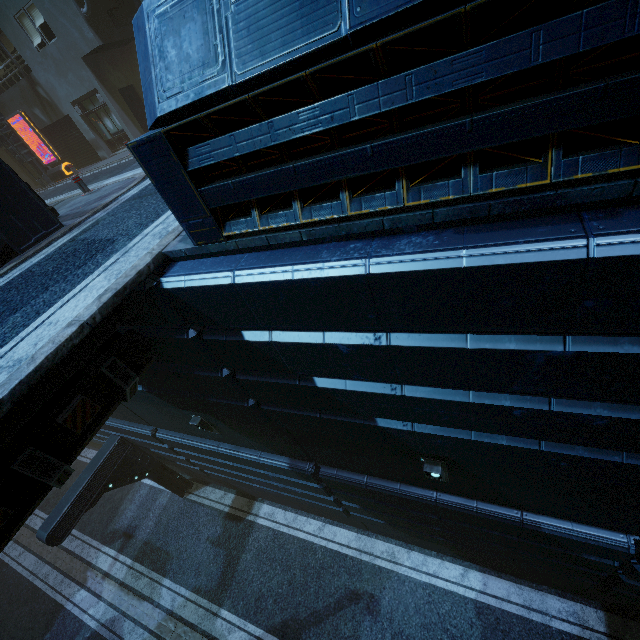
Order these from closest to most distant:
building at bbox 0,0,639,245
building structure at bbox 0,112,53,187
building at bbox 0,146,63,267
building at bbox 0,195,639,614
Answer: building at bbox 0,0,639,245, building at bbox 0,195,639,614, building at bbox 0,146,63,267, building structure at bbox 0,112,53,187

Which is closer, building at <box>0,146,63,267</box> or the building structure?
building at <box>0,146,63,267</box>

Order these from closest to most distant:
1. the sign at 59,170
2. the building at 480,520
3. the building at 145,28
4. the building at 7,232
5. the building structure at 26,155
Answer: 1. the building at 145,28
2. the building at 480,520
3. the building at 7,232
4. the sign at 59,170
5. the building structure at 26,155

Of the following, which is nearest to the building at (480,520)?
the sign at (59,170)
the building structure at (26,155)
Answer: the building structure at (26,155)

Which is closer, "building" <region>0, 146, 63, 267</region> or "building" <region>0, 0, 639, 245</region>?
"building" <region>0, 0, 639, 245</region>

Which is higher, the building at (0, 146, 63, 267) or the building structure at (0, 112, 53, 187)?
the building structure at (0, 112, 53, 187)

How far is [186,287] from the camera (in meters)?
3.76
